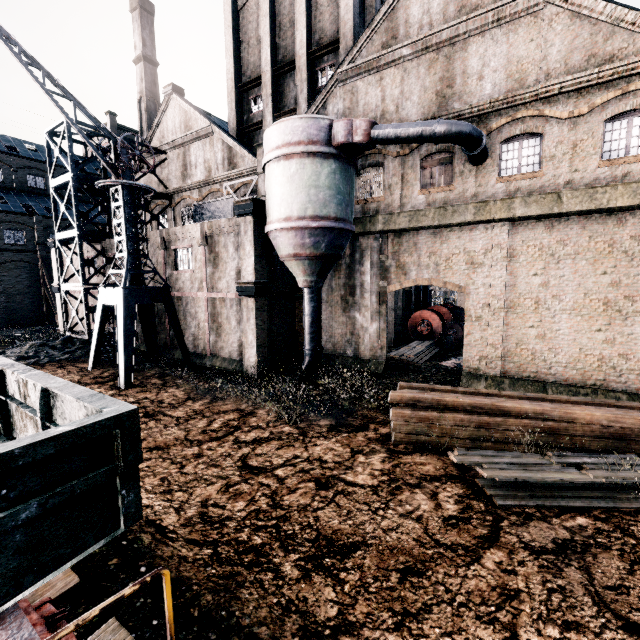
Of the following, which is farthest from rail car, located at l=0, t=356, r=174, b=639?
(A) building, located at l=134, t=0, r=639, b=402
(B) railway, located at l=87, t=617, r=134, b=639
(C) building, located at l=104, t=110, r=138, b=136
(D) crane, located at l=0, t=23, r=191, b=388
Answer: (C) building, located at l=104, t=110, r=138, b=136

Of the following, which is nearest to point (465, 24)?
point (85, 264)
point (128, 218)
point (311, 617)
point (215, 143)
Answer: point (215, 143)

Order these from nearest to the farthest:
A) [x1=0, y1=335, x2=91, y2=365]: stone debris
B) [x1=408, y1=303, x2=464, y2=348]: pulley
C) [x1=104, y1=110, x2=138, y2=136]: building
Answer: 1. [x1=0, y1=335, x2=91, y2=365]: stone debris
2. [x1=408, y1=303, x2=464, y2=348]: pulley
3. [x1=104, y1=110, x2=138, y2=136]: building

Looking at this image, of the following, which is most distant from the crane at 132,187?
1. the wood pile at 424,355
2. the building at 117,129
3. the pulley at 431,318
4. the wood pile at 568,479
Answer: the building at 117,129

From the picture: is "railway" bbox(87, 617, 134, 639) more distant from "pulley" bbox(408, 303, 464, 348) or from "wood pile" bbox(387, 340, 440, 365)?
"pulley" bbox(408, 303, 464, 348)

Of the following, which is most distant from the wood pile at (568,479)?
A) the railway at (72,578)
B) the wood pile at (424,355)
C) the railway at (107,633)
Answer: the railway at (72,578)

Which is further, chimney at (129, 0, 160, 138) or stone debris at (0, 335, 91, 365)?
chimney at (129, 0, 160, 138)

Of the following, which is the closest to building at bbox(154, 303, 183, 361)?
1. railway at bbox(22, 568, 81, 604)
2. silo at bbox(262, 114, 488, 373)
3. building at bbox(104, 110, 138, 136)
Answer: silo at bbox(262, 114, 488, 373)
